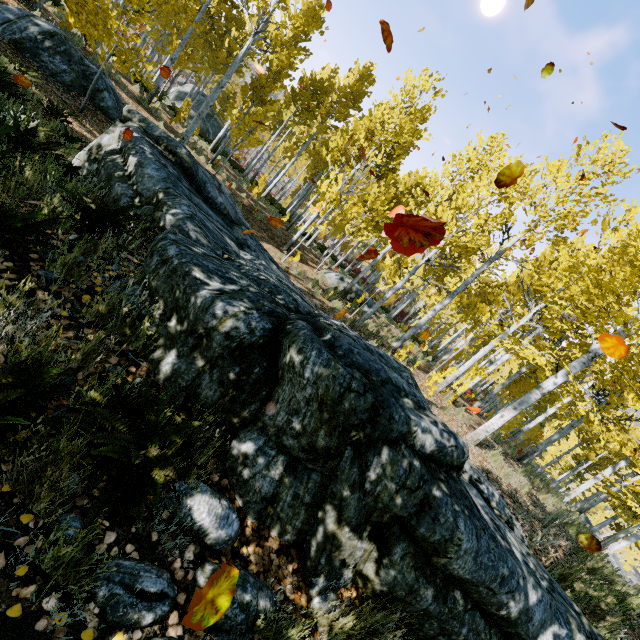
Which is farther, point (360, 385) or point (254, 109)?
point (254, 109)

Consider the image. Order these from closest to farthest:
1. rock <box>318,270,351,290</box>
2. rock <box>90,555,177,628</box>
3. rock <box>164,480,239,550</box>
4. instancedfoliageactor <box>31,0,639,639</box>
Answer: rock <box>90,555,177,628</box>, rock <box>164,480,239,550</box>, instancedfoliageactor <box>31,0,639,639</box>, rock <box>318,270,351,290</box>

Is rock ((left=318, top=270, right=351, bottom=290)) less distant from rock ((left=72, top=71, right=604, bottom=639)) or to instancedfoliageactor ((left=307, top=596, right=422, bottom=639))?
instancedfoliageactor ((left=307, top=596, right=422, bottom=639))

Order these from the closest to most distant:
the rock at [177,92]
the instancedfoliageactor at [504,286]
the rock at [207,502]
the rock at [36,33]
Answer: the rock at [207,502] → the instancedfoliageactor at [504,286] → the rock at [36,33] → the rock at [177,92]

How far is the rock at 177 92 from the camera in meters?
24.1 m

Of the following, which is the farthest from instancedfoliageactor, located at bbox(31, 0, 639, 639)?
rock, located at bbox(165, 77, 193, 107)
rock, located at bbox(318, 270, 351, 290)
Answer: rock, located at bbox(318, 270, 351, 290)

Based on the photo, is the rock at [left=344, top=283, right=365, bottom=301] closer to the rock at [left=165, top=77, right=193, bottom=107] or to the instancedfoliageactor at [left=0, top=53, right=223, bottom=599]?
the instancedfoliageactor at [left=0, top=53, right=223, bottom=599]
